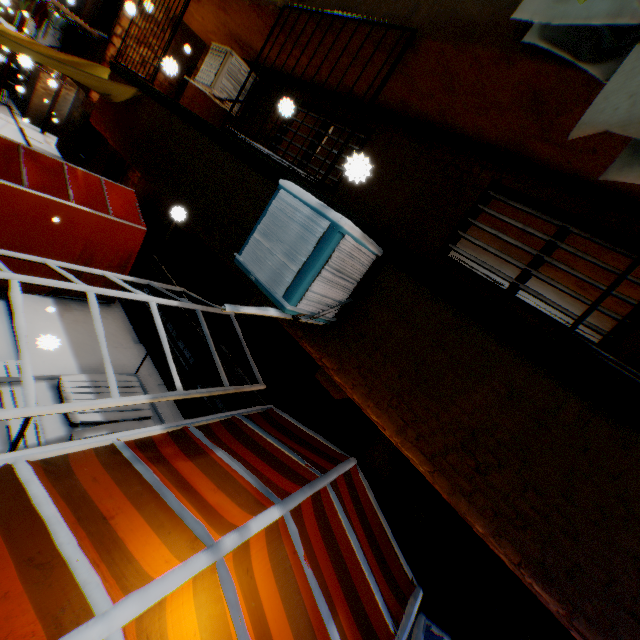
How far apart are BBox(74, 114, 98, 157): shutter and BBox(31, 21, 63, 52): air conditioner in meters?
1.8 m

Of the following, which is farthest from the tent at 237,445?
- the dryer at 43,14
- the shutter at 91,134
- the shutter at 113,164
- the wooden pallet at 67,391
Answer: the shutter at 91,134

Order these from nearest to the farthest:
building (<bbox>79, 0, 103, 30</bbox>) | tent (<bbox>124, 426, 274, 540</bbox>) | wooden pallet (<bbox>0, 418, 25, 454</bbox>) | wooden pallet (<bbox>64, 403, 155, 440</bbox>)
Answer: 1. tent (<bbox>124, 426, 274, 540</bbox>)
2. wooden pallet (<bbox>0, 418, 25, 454</bbox>)
3. wooden pallet (<bbox>64, 403, 155, 440</bbox>)
4. building (<bbox>79, 0, 103, 30</bbox>)

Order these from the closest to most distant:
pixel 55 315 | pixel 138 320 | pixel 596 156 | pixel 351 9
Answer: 1. pixel 596 156
2. pixel 351 9
3. pixel 55 315
4. pixel 138 320

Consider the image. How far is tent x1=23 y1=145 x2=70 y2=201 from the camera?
5.9 meters

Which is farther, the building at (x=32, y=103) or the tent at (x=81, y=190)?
the building at (x=32, y=103)

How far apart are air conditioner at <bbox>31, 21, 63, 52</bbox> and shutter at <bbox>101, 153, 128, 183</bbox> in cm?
370

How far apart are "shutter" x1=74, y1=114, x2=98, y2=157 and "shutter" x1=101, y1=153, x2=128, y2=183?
2.1 meters
